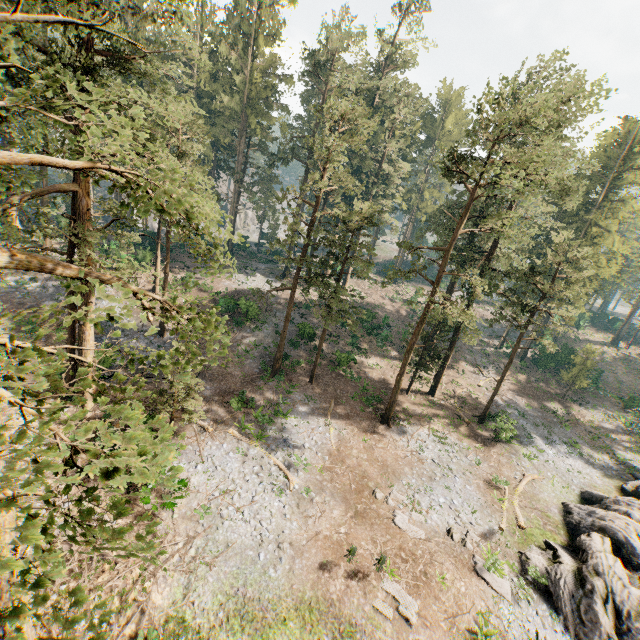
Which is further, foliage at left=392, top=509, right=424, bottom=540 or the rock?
foliage at left=392, top=509, right=424, bottom=540

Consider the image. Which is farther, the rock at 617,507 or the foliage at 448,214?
the rock at 617,507

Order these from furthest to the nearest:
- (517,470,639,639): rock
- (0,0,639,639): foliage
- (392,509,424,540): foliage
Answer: (392,509,424,540): foliage, (517,470,639,639): rock, (0,0,639,639): foliage

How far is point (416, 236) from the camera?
37.53m

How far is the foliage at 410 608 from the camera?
14.9m

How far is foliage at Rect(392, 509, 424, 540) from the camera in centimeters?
1891cm
